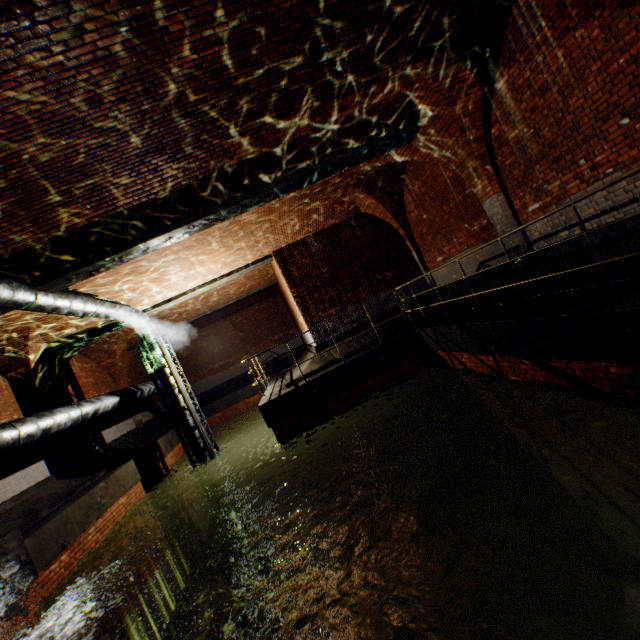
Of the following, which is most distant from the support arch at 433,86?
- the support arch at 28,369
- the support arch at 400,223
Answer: the support arch at 28,369

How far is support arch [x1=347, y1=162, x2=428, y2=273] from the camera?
10.2m

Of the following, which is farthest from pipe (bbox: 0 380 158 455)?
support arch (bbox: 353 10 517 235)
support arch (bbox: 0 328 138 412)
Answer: support arch (bbox: 353 10 517 235)

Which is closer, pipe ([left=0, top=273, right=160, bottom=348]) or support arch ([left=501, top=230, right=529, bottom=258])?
pipe ([left=0, top=273, right=160, bottom=348])

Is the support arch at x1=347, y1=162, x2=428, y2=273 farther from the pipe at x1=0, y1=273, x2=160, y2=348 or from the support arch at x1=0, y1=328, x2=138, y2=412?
the support arch at x1=0, y1=328, x2=138, y2=412

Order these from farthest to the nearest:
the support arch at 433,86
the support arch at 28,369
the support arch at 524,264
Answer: the support arch at 28,369 < the support arch at 524,264 < the support arch at 433,86

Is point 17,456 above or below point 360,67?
below

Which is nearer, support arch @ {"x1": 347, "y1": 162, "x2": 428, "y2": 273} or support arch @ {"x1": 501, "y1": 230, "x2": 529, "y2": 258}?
support arch @ {"x1": 501, "y1": 230, "x2": 529, "y2": 258}
